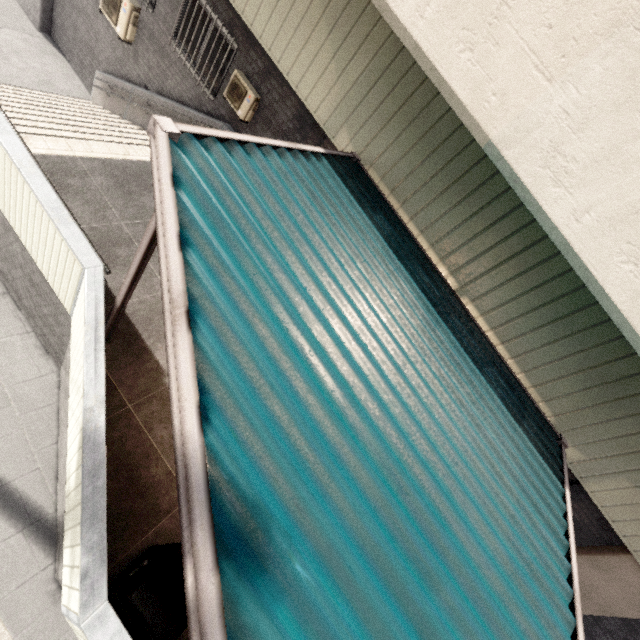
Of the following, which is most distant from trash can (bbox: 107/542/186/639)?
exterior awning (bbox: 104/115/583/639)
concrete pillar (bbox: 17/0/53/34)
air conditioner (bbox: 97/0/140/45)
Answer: concrete pillar (bbox: 17/0/53/34)

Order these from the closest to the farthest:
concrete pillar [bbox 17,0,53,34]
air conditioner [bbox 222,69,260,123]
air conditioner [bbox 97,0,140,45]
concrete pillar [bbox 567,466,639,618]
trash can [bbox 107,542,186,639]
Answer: trash can [bbox 107,542,186,639], concrete pillar [bbox 567,466,639,618], air conditioner [bbox 222,69,260,123], air conditioner [bbox 97,0,140,45], concrete pillar [bbox 17,0,53,34]

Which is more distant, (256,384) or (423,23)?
(423,23)

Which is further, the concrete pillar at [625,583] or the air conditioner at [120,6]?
the air conditioner at [120,6]

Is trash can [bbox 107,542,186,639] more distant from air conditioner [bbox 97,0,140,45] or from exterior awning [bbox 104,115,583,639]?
air conditioner [bbox 97,0,140,45]

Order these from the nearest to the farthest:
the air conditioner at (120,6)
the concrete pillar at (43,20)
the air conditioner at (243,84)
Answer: the air conditioner at (243,84) < the air conditioner at (120,6) < the concrete pillar at (43,20)

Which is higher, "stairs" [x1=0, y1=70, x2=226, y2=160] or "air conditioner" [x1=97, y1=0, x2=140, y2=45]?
"air conditioner" [x1=97, y1=0, x2=140, y2=45]

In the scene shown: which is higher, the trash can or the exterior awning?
the exterior awning
